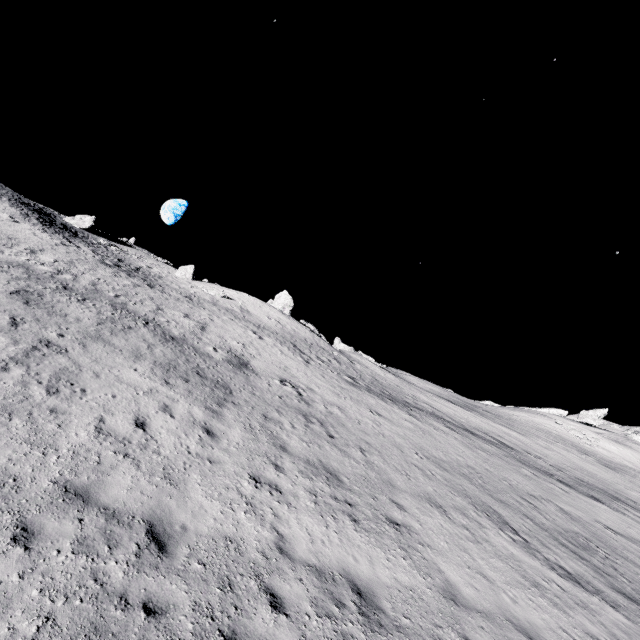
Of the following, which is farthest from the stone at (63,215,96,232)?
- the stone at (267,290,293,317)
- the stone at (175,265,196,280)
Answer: the stone at (267,290,293,317)

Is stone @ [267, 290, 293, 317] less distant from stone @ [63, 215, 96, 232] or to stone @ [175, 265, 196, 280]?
stone @ [175, 265, 196, 280]

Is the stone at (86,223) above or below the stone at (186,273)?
above

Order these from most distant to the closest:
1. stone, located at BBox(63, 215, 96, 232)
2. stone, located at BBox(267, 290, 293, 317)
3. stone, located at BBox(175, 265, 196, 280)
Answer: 1. stone, located at BBox(175, 265, 196, 280)
2. stone, located at BBox(267, 290, 293, 317)
3. stone, located at BBox(63, 215, 96, 232)

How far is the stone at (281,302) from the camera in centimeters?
4459cm

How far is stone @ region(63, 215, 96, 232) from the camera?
44.0 meters

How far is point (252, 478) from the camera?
8.65m
